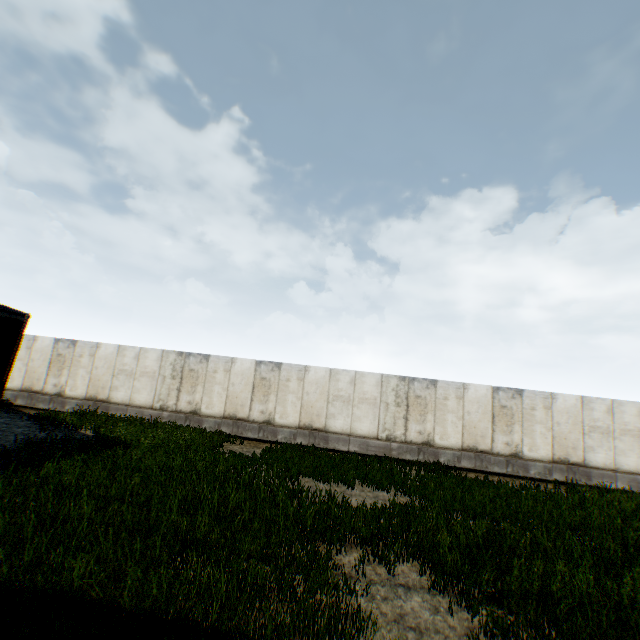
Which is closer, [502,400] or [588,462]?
[588,462]
